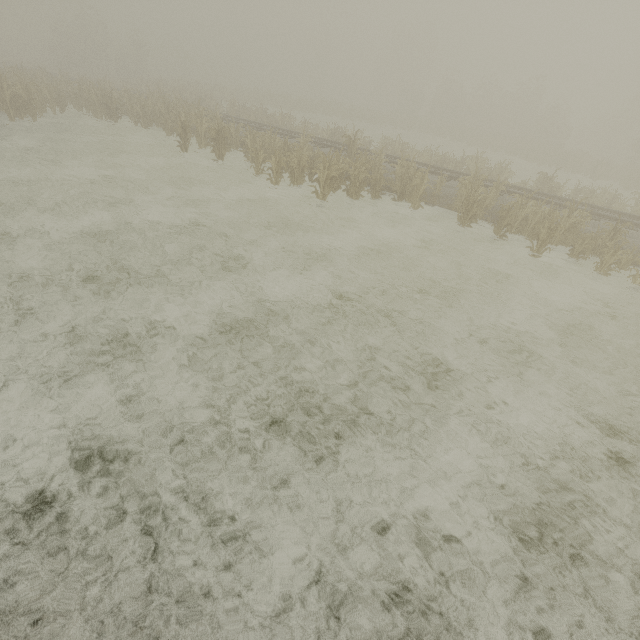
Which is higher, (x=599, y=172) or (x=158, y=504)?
(x=599, y=172)
